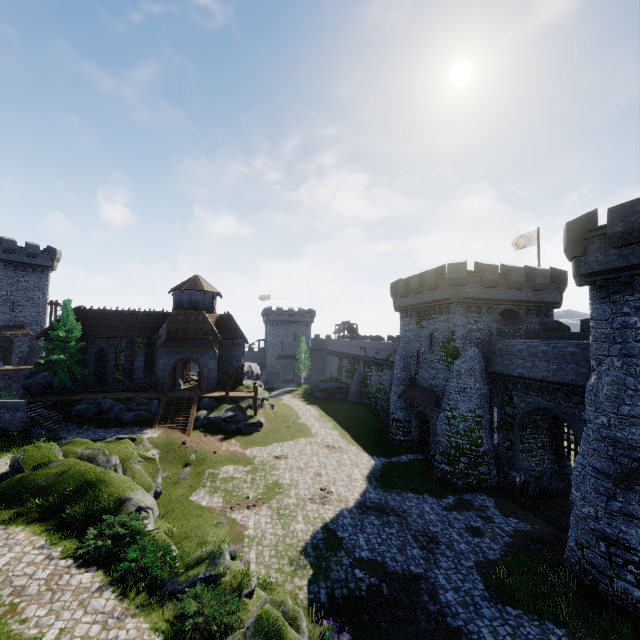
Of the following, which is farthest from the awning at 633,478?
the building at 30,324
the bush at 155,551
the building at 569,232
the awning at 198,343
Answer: the building at 30,324

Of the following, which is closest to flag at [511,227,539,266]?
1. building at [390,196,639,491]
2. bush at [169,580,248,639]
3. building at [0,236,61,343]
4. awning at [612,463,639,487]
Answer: building at [390,196,639,491]

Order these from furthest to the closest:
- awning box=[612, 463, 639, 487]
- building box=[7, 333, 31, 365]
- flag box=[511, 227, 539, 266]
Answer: building box=[7, 333, 31, 365], flag box=[511, 227, 539, 266], awning box=[612, 463, 639, 487]

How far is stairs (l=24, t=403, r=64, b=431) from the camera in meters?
26.8 m

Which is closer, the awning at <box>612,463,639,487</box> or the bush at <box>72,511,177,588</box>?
the bush at <box>72,511,177,588</box>

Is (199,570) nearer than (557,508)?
Yes

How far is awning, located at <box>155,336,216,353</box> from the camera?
34.44m

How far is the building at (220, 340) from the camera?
35.4m
